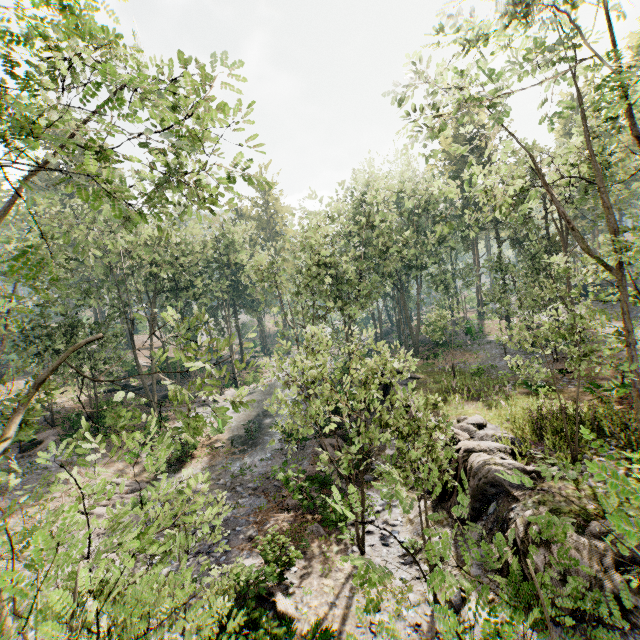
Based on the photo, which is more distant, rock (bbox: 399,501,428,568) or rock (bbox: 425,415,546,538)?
rock (bbox: 399,501,428,568)

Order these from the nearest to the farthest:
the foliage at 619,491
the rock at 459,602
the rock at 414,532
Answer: the foliage at 619,491
the rock at 459,602
the rock at 414,532

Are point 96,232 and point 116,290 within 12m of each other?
yes

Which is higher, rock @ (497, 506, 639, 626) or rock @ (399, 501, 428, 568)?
rock @ (497, 506, 639, 626)

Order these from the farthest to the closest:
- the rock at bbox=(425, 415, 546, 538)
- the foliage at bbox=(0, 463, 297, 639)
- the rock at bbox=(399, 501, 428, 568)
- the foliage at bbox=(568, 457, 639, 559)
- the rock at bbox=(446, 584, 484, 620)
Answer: the rock at bbox=(399, 501, 428, 568)
the rock at bbox=(425, 415, 546, 538)
the rock at bbox=(446, 584, 484, 620)
the foliage at bbox=(0, 463, 297, 639)
the foliage at bbox=(568, 457, 639, 559)

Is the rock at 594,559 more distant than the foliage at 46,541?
Yes

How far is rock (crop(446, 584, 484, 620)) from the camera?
9.69m
